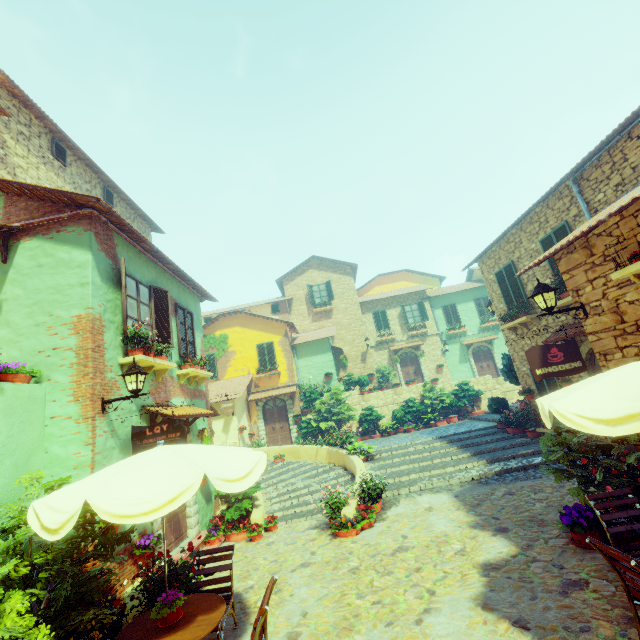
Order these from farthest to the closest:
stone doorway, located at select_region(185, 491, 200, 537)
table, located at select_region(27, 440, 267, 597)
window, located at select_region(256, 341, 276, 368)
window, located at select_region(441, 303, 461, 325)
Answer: window, located at select_region(441, 303, 461, 325) → window, located at select_region(256, 341, 276, 368) → stone doorway, located at select_region(185, 491, 200, 537) → table, located at select_region(27, 440, 267, 597)

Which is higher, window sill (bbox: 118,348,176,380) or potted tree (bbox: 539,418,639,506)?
window sill (bbox: 118,348,176,380)

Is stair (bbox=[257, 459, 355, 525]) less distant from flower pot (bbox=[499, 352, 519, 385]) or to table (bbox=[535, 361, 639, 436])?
flower pot (bbox=[499, 352, 519, 385])

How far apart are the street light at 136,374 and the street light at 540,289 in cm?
738

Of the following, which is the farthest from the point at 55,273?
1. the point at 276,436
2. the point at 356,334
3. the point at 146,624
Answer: the point at 356,334

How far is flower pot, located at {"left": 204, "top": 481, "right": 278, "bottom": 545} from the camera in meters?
8.2 m

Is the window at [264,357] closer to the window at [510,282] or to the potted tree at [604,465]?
the window at [510,282]

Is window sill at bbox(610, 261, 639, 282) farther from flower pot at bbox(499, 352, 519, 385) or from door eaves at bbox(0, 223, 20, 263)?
door eaves at bbox(0, 223, 20, 263)
